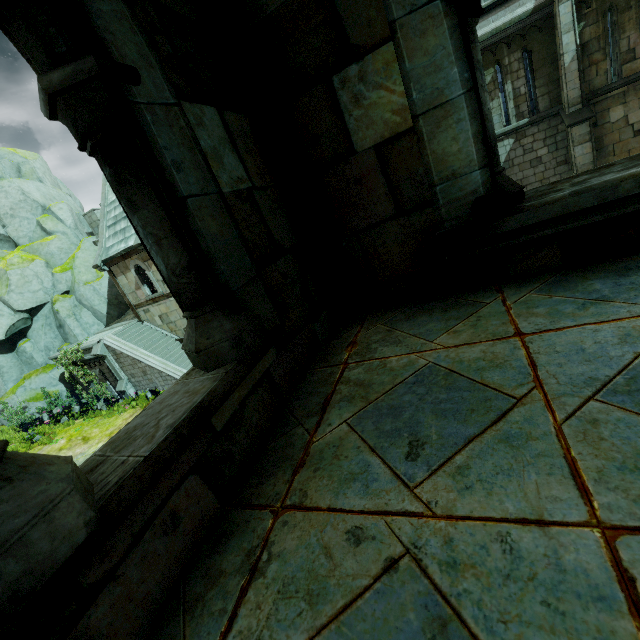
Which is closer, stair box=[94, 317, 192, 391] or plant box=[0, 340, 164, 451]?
plant box=[0, 340, 164, 451]

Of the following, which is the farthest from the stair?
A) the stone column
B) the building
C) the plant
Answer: the building

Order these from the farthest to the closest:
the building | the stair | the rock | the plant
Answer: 1. the rock
2. the stair
3. the plant
4. the building

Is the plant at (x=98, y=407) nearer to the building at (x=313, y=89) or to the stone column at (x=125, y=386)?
the stone column at (x=125, y=386)

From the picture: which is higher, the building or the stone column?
the building

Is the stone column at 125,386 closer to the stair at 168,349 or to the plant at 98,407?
the stair at 168,349

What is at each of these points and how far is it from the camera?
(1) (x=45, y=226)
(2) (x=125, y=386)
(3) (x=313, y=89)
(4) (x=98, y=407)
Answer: (1) rock, 22.9 meters
(2) stone column, 18.3 meters
(3) building, 1.9 meters
(4) plant, 18.2 meters

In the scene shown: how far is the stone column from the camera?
17.6m
